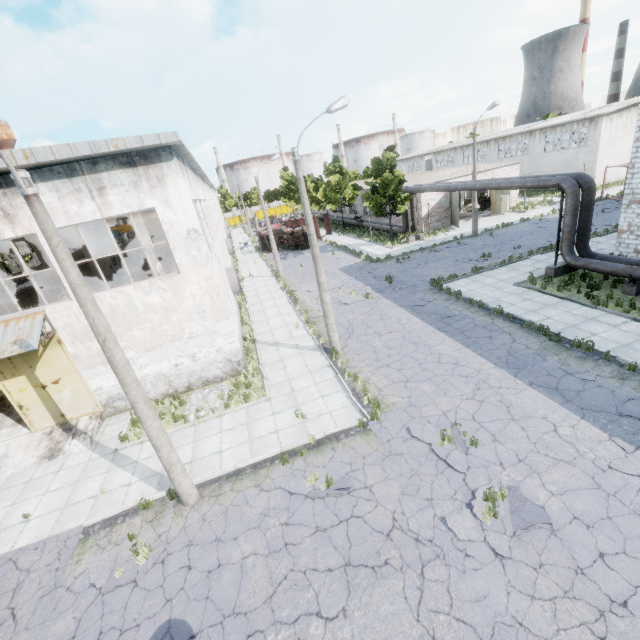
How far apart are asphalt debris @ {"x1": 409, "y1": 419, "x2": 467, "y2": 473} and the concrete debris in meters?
7.6

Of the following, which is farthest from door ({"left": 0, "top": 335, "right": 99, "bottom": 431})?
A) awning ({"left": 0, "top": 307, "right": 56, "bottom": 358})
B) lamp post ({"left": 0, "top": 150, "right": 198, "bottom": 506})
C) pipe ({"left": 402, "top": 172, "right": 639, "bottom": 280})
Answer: pipe ({"left": 402, "top": 172, "right": 639, "bottom": 280})

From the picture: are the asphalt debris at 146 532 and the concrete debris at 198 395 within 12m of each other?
yes

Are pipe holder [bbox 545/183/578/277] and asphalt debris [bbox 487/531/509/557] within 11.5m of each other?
no

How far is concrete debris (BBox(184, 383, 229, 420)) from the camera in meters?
13.3

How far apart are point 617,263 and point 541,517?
14.49m

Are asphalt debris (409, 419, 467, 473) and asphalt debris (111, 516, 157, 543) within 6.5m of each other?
no

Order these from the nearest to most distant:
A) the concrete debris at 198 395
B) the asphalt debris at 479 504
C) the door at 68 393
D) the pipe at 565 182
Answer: the asphalt debris at 479 504
the door at 68 393
the concrete debris at 198 395
the pipe at 565 182
